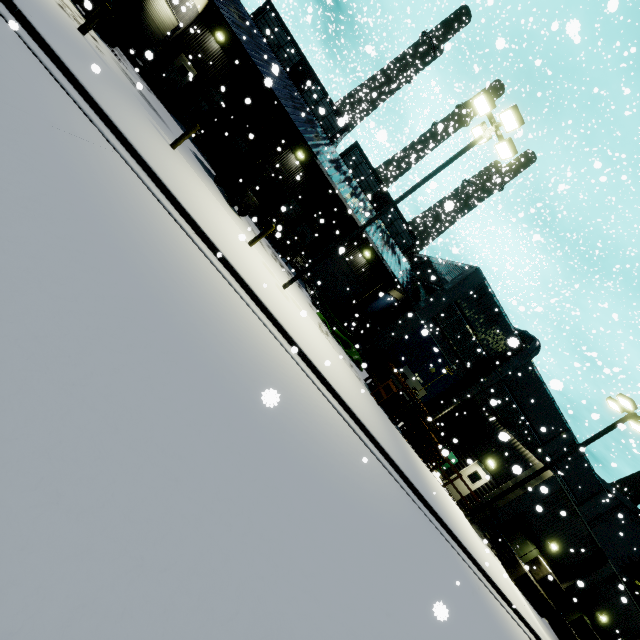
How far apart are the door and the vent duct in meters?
4.7 m

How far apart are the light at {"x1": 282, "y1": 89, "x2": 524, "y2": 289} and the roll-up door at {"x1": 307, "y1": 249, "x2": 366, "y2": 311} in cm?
1504

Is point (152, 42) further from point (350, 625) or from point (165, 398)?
point (350, 625)

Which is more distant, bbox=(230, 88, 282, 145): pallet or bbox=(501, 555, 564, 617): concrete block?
bbox=(501, 555, 564, 617): concrete block

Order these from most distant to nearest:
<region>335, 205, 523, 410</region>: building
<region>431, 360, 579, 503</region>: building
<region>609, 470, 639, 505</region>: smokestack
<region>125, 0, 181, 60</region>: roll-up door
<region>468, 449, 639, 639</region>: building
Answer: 1. <region>609, 470, 639, 505</region>: smokestack
2. <region>335, 205, 523, 410</region>: building
3. <region>125, 0, 181, 60</region>: roll-up door
4. <region>431, 360, 579, 503</region>: building
5. <region>468, 449, 639, 639</region>: building

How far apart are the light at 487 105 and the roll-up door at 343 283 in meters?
15.0 m

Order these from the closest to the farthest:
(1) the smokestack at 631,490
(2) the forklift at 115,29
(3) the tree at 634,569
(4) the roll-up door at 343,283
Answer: (2) the forklift at 115,29
(3) the tree at 634,569
(4) the roll-up door at 343,283
(1) the smokestack at 631,490

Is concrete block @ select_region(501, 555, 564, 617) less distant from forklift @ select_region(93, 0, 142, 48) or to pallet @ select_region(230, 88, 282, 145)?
pallet @ select_region(230, 88, 282, 145)
